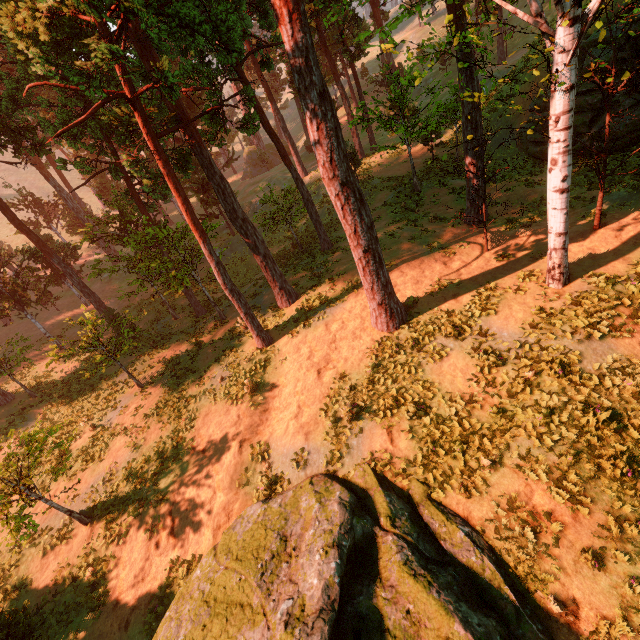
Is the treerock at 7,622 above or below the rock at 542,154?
below

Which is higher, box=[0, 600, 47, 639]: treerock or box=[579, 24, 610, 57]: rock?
box=[579, 24, 610, 57]: rock

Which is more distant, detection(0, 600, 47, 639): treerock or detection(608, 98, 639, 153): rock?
detection(608, 98, 639, 153): rock

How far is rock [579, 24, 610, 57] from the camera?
17.0 meters

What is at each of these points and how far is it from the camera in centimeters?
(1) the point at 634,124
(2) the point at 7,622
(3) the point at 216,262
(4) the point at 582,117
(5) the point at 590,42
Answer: (1) rock, 1722cm
(2) treerock, 866cm
(3) treerock, 1443cm
(4) rock, 1823cm
(5) rock, 1755cm

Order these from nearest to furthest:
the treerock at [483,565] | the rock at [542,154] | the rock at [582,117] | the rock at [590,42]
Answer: the treerock at [483,565] → the rock at [590,42] → the rock at [582,117] → the rock at [542,154]

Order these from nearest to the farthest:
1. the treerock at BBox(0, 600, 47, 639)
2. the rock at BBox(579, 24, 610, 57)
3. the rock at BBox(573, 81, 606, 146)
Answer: the treerock at BBox(0, 600, 47, 639) → the rock at BBox(579, 24, 610, 57) → the rock at BBox(573, 81, 606, 146)
